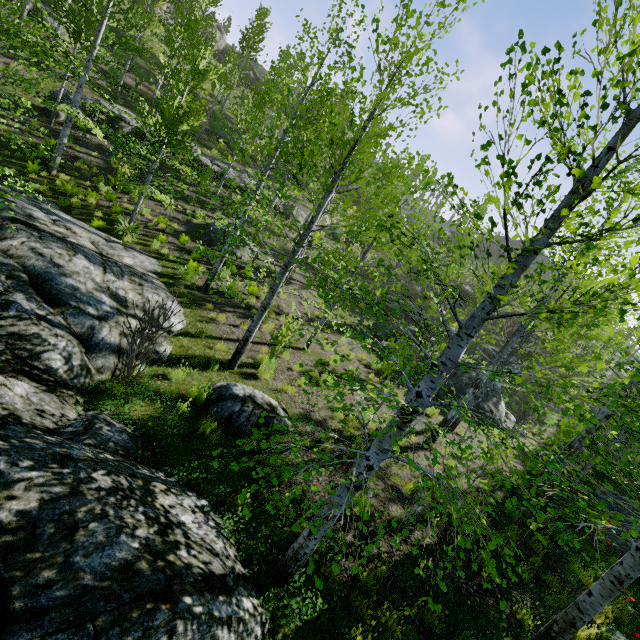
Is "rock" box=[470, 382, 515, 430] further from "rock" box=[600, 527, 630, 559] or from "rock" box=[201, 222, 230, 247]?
"rock" box=[201, 222, 230, 247]

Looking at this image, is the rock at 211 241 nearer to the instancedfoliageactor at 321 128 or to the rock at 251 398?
the instancedfoliageactor at 321 128

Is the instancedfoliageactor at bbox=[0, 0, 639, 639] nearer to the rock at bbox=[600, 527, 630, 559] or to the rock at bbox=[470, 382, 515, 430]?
the rock at bbox=[600, 527, 630, 559]

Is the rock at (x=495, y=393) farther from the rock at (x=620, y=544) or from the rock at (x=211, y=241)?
the rock at (x=211, y=241)

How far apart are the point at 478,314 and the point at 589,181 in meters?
1.5 m

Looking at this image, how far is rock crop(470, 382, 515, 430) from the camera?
14.9m

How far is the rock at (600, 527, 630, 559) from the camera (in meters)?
8.66

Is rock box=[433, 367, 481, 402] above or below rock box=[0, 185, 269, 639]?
above
